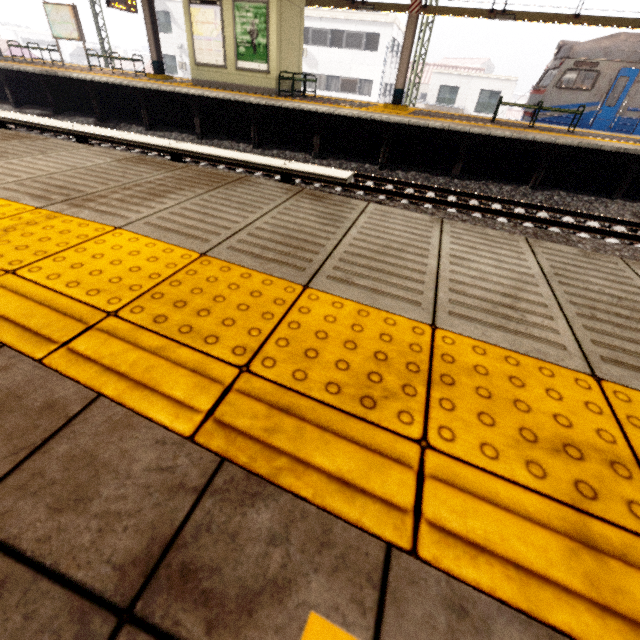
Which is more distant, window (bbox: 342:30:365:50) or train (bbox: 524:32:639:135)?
window (bbox: 342:30:365:50)

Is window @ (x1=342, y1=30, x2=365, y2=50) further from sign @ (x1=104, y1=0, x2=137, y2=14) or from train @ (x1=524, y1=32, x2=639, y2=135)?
sign @ (x1=104, y1=0, x2=137, y2=14)

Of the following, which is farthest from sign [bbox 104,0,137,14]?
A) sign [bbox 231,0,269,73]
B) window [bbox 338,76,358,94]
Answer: window [bbox 338,76,358,94]

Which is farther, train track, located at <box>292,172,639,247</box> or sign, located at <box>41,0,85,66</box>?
sign, located at <box>41,0,85,66</box>

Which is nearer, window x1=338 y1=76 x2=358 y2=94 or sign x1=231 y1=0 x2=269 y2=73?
sign x1=231 y1=0 x2=269 y2=73

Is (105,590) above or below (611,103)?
below

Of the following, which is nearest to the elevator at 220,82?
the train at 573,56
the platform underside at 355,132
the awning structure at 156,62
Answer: the awning structure at 156,62

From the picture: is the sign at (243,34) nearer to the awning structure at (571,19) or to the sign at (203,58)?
the sign at (203,58)
